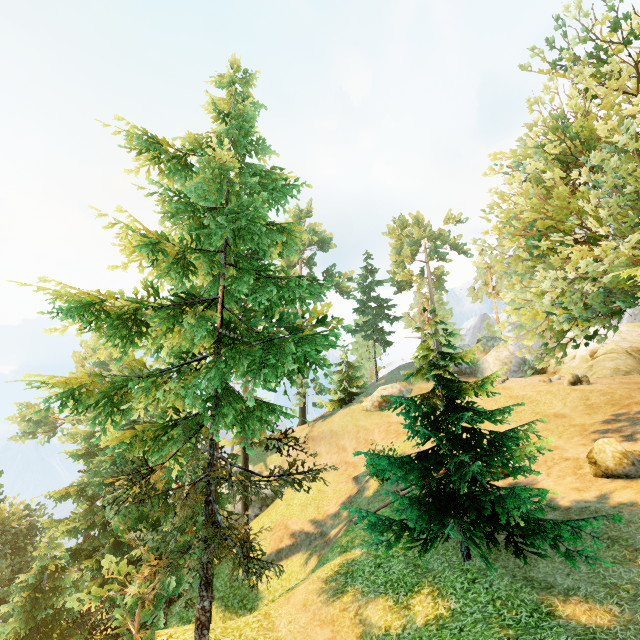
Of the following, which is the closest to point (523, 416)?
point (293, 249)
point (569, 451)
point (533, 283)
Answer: point (569, 451)

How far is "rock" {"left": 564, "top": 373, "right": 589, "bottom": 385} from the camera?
20.7m

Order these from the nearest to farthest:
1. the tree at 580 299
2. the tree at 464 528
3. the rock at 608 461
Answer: the tree at 464 528 < the tree at 580 299 < the rock at 608 461

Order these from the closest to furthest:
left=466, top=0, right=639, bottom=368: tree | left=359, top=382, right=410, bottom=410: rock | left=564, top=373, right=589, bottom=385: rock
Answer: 1. left=466, top=0, right=639, bottom=368: tree
2. left=564, top=373, right=589, bottom=385: rock
3. left=359, top=382, right=410, bottom=410: rock

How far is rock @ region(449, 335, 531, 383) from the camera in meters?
30.5 m

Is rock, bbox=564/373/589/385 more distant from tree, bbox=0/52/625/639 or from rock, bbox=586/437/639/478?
rock, bbox=586/437/639/478

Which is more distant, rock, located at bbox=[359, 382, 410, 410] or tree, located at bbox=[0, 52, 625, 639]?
rock, located at bbox=[359, 382, 410, 410]

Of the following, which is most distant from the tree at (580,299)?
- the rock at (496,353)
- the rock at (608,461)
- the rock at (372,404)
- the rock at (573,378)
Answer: the rock at (372,404)
